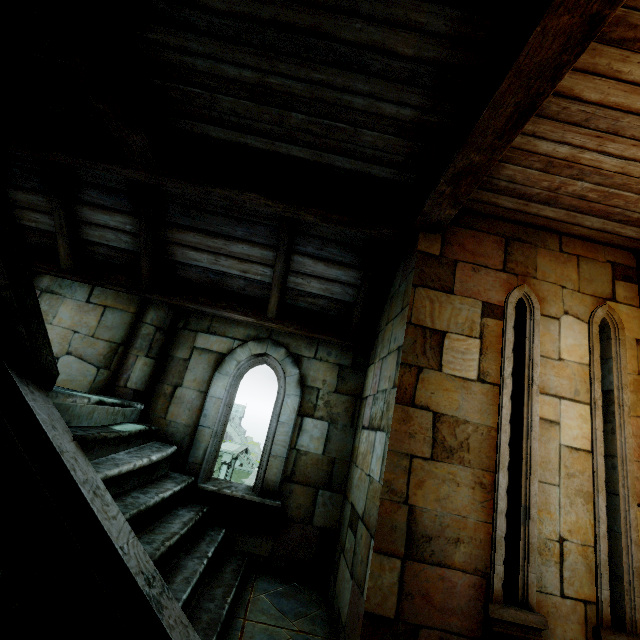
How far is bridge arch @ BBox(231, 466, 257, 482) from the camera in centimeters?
3216cm

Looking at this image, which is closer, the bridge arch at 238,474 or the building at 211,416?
the building at 211,416

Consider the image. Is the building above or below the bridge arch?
above

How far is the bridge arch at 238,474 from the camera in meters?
32.2 m

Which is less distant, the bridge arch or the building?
the building

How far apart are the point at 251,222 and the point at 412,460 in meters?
3.4
